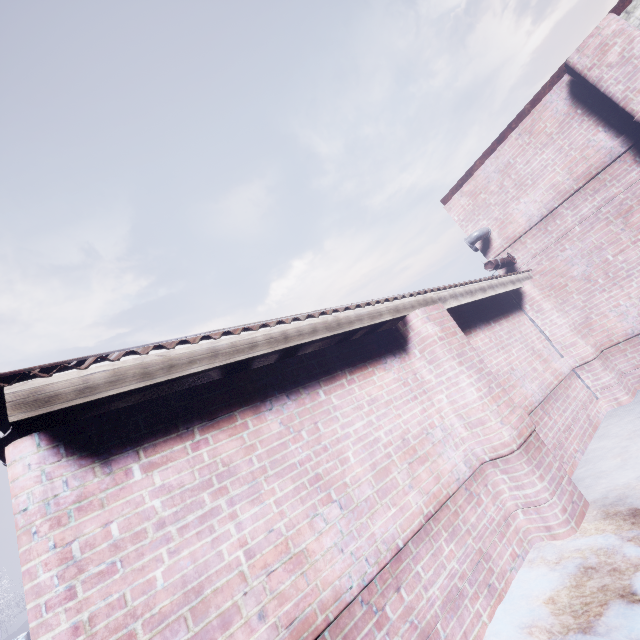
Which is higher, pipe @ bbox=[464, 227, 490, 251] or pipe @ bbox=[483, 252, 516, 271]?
pipe @ bbox=[464, 227, 490, 251]

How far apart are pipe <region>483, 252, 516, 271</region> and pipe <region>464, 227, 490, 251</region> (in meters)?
0.54

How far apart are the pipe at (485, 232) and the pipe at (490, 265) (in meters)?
0.54

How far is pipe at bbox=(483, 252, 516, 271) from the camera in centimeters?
524cm

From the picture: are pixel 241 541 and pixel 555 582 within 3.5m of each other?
yes

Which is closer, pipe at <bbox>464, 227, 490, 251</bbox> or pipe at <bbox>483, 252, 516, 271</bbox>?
pipe at <bbox>483, 252, 516, 271</bbox>

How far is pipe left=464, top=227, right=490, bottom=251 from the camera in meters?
5.8 m

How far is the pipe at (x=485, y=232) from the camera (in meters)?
5.81
